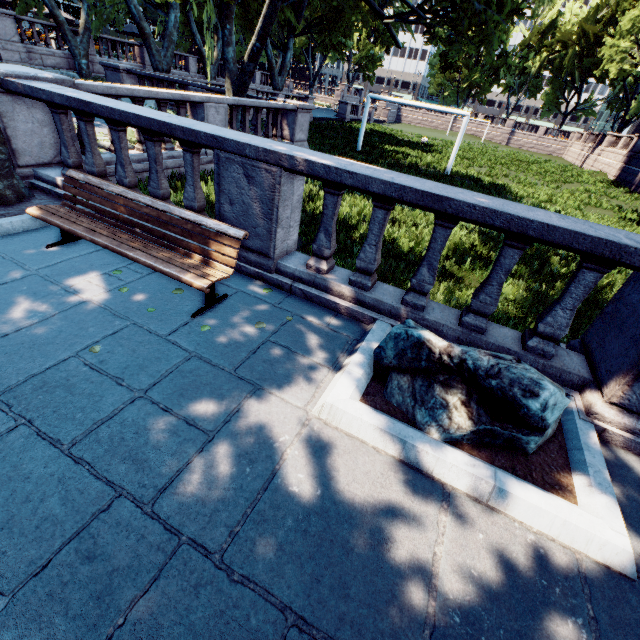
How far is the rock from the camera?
2.35m

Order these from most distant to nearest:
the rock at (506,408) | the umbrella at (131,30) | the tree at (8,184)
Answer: the umbrella at (131,30) → the tree at (8,184) → the rock at (506,408)

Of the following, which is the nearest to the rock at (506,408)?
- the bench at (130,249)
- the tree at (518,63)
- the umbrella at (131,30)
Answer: the bench at (130,249)

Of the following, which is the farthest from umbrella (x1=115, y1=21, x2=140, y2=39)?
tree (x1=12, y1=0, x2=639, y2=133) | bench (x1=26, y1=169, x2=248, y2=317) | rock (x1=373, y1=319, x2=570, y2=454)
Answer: rock (x1=373, y1=319, x2=570, y2=454)

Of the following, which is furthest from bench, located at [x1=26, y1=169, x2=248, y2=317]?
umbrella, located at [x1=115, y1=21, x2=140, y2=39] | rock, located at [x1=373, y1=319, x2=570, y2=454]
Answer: umbrella, located at [x1=115, y1=21, x2=140, y2=39]

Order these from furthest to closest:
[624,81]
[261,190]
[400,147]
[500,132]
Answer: [500,132] < [624,81] < [400,147] < [261,190]

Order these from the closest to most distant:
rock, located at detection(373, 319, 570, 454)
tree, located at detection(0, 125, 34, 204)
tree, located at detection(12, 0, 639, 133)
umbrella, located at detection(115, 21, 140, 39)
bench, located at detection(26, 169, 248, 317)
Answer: rock, located at detection(373, 319, 570, 454) → bench, located at detection(26, 169, 248, 317) → tree, located at detection(0, 125, 34, 204) → tree, located at detection(12, 0, 639, 133) → umbrella, located at detection(115, 21, 140, 39)

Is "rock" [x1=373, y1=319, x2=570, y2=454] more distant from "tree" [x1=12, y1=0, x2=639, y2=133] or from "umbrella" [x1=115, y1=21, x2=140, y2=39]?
"umbrella" [x1=115, y1=21, x2=140, y2=39]
